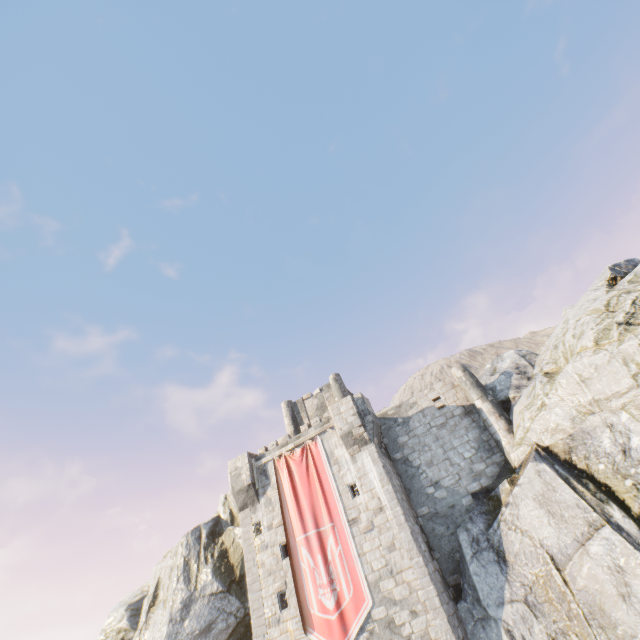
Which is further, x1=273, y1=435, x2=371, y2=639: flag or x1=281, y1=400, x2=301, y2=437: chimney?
x1=281, y1=400, x2=301, y2=437: chimney

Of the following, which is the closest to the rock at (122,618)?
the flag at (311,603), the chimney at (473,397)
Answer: the chimney at (473,397)

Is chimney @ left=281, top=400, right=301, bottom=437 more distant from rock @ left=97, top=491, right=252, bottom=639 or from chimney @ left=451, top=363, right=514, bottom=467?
chimney @ left=451, top=363, right=514, bottom=467

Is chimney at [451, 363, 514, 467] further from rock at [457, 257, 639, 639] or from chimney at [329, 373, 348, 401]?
chimney at [329, 373, 348, 401]

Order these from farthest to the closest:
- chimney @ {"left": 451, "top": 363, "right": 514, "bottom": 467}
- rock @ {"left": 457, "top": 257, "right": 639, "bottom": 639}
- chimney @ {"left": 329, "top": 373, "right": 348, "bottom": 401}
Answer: chimney @ {"left": 329, "top": 373, "right": 348, "bottom": 401}
chimney @ {"left": 451, "top": 363, "right": 514, "bottom": 467}
rock @ {"left": 457, "top": 257, "right": 639, "bottom": 639}

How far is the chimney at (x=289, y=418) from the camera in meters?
25.2

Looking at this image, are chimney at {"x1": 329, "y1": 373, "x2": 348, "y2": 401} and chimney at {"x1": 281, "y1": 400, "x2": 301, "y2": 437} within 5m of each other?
yes

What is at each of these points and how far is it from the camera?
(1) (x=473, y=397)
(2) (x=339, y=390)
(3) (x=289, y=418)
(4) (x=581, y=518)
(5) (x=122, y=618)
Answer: (1) chimney, 18.5 meters
(2) chimney, 25.2 meters
(3) chimney, 26.0 meters
(4) rock, 11.8 meters
(5) rock, 22.0 meters
